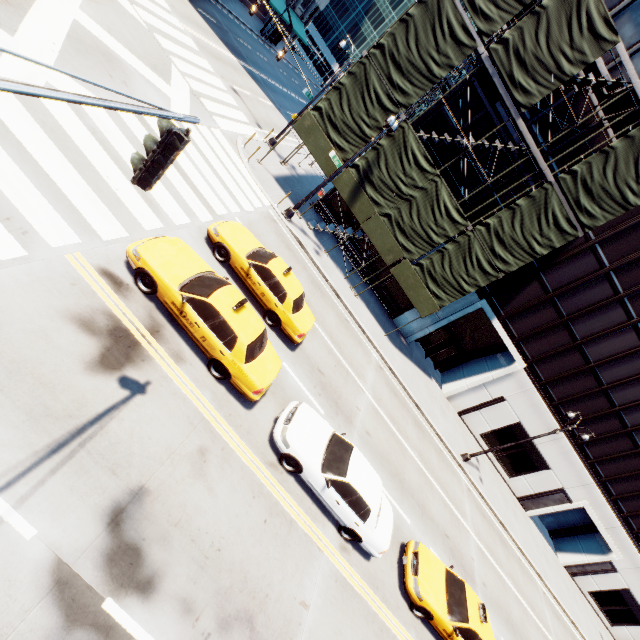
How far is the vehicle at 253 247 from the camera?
11.27m

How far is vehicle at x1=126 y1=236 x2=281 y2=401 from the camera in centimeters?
816cm

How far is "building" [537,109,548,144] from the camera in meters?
17.5 m

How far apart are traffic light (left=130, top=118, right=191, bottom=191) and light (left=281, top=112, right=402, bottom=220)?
14.04m

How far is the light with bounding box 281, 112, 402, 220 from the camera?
14.2m

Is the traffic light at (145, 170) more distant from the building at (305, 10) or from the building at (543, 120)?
the building at (305, 10)

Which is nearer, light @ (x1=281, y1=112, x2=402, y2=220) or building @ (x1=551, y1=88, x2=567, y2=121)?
light @ (x1=281, y1=112, x2=402, y2=220)

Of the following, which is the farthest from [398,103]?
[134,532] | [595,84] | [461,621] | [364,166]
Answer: [461,621]
